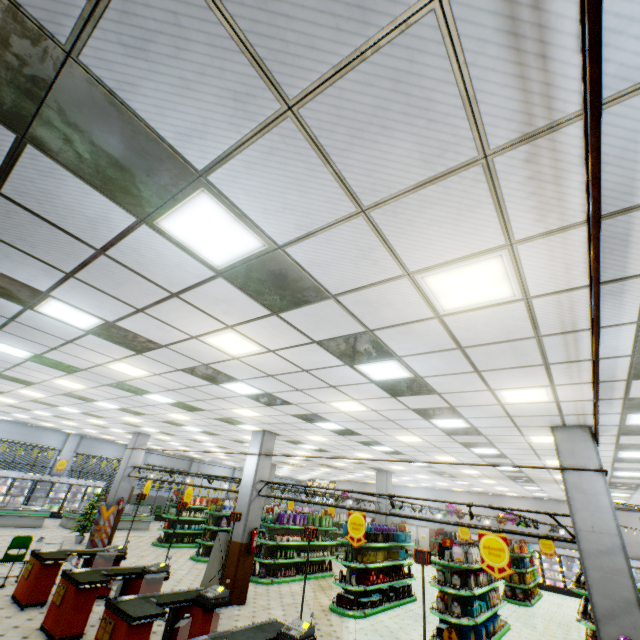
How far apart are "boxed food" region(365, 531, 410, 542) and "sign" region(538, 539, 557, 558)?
6.9m

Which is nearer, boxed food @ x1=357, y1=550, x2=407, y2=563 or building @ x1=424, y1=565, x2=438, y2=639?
building @ x1=424, y1=565, x2=438, y2=639

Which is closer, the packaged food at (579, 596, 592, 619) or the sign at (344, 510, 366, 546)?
the packaged food at (579, 596, 592, 619)

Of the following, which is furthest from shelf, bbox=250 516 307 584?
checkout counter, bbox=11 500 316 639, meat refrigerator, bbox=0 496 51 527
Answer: meat refrigerator, bbox=0 496 51 527

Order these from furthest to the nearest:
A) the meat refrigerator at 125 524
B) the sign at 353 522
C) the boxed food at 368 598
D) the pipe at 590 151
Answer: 1. the meat refrigerator at 125 524
2. the boxed food at 368 598
3. the sign at 353 522
4. the pipe at 590 151

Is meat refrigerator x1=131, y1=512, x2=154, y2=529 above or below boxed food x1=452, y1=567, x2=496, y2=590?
below

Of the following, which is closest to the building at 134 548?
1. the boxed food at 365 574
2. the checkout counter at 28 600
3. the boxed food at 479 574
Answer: the checkout counter at 28 600

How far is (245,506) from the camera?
10.7 meters
